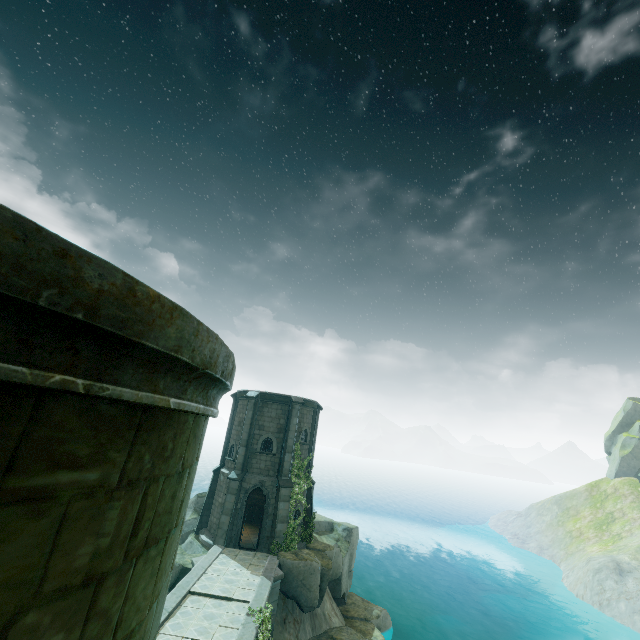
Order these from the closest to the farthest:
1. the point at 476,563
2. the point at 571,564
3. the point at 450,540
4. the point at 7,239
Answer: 1. the point at 7,239
2. the point at 571,564
3. the point at 476,563
4. the point at 450,540

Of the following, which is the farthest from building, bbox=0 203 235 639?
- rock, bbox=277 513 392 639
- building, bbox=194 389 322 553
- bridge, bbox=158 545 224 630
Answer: building, bbox=194 389 322 553

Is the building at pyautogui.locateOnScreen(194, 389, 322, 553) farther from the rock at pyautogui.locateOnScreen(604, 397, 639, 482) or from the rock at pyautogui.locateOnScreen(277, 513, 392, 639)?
the rock at pyautogui.locateOnScreen(604, 397, 639, 482)

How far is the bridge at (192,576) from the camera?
12.7m

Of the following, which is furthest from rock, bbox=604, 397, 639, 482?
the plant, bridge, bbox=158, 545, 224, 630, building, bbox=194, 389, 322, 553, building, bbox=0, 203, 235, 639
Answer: building, bbox=0, 203, 235, 639

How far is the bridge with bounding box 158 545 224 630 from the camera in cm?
1271

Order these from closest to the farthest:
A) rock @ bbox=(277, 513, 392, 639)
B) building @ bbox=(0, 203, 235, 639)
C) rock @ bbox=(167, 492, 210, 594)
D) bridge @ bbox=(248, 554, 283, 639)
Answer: building @ bbox=(0, 203, 235, 639)
bridge @ bbox=(248, 554, 283, 639)
rock @ bbox=(167, 492, 210, 594)
rock @ bbox=(277, 513, 392, 639)

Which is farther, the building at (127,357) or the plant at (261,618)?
the plant at (261,618)
